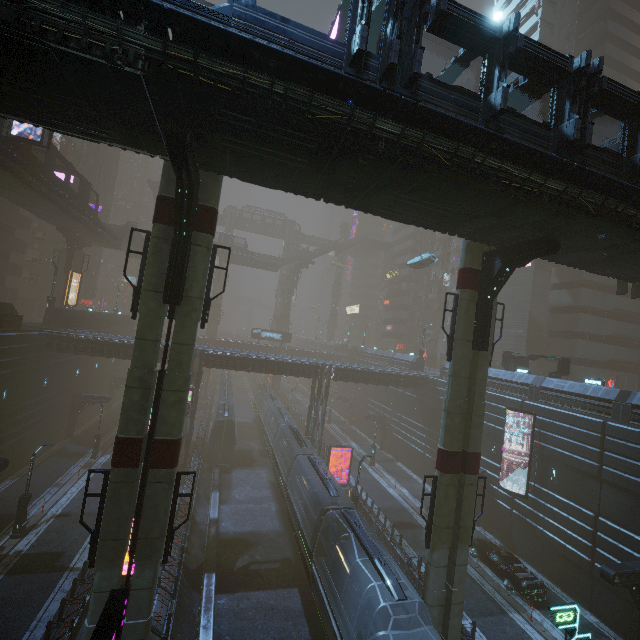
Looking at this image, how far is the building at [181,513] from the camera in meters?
22.3 m

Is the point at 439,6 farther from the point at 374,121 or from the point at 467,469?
the point at 467,469

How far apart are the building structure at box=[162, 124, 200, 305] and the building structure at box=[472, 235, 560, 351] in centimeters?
1334cm

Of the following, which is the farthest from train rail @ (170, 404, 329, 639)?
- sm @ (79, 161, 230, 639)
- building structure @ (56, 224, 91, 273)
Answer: building structure @ (56, 224, 91, 273)

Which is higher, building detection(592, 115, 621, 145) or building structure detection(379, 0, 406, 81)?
building detection(592, 115, 621, 145)

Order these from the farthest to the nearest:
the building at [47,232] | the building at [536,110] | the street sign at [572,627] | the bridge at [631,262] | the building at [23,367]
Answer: the building at [536,110] < the building at [47,232] < the building at [23,367] < the street sign at [572,627] < the bridge at [631,262]

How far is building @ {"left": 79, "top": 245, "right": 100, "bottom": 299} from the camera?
55.8m

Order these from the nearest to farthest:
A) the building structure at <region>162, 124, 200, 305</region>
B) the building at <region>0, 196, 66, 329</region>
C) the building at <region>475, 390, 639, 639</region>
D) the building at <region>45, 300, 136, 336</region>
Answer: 1. the building structure at <region>162, 124, 200, 305</region>
2. the building at <region>475, 390, 639, 639</region>
3. the building at <region>45, 300, 136, 336</region>
4. the building at <region>0, 196, 66, 329</region>
